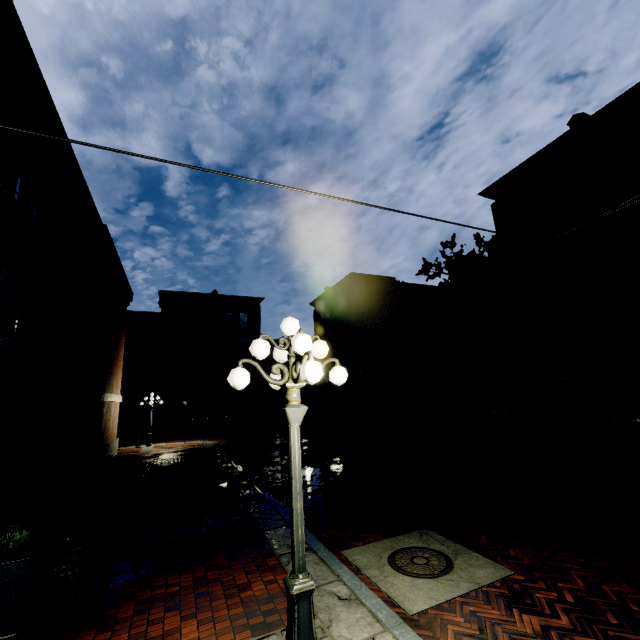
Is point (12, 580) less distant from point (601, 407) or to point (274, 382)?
point (274, 382)

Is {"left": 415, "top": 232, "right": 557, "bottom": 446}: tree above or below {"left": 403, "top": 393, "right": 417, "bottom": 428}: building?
above

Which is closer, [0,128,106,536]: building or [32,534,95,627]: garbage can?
[32,534,95,627]: garbage can

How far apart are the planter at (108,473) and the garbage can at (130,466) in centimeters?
6cm

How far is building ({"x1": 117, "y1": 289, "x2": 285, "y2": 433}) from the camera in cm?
3384

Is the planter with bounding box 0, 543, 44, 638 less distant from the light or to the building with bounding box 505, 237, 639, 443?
the building with bounding box 505, 237, 639, 443

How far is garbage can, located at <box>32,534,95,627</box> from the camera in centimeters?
416cm

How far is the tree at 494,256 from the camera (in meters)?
14.38
